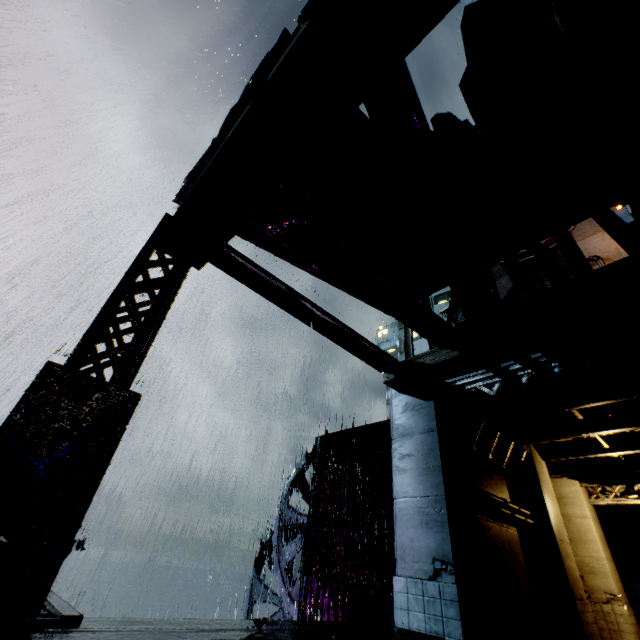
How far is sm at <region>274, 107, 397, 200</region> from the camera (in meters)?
5.03

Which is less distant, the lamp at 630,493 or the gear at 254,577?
the lamp at 630,493

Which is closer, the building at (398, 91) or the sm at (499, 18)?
the building at (398, 91)

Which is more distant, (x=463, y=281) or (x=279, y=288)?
(x=279, y=288)

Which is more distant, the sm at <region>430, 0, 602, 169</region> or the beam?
the sm at <region>430, 0, 602, 169</region>

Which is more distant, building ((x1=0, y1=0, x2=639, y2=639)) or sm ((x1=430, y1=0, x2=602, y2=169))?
sm ((x1=430, y1=0, x2=602, y2=169))

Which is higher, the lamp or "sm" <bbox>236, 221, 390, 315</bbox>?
"sm" <bbox>236, 221, 390, 315</bbox>

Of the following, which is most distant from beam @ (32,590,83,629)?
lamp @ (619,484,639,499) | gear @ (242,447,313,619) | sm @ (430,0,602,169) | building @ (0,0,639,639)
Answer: lamp @ (619,484,639,499)
